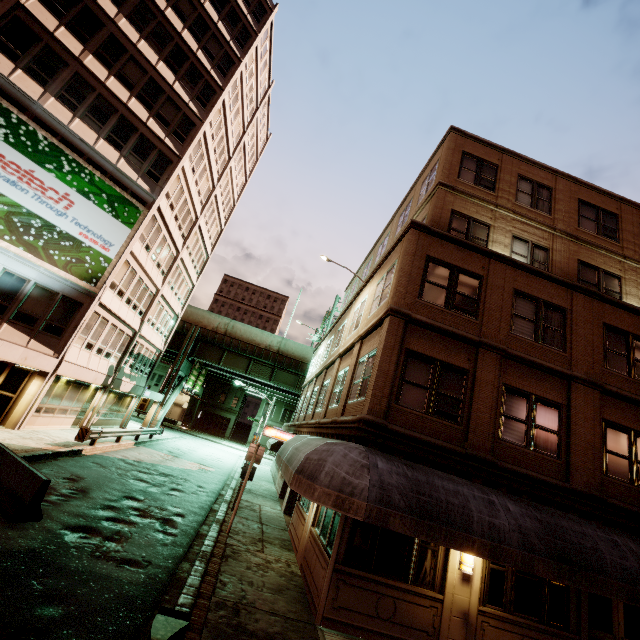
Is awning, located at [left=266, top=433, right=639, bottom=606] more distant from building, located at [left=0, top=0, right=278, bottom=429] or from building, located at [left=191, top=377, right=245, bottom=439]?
building, located at [left=191, top=377, right=245, bottom=439]

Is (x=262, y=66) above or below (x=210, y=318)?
above

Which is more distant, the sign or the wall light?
the sign

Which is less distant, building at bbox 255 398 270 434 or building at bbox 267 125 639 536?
building at bbox 267 125 639 536

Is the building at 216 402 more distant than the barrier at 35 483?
Yes

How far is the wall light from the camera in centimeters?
813cm

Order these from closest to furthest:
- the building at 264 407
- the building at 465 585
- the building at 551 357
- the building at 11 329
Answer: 1. the building at 465 585
2. the building at 551 357
3. the building at 11 329
4. the building at 264 407

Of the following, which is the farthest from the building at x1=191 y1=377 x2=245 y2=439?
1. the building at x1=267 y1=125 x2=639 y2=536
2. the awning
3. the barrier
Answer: the barrier
